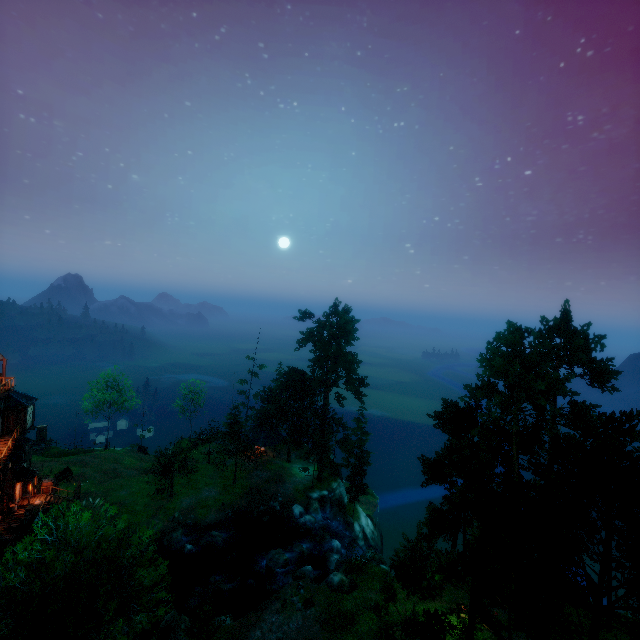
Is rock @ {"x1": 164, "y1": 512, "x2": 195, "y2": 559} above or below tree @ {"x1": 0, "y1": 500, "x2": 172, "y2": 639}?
below

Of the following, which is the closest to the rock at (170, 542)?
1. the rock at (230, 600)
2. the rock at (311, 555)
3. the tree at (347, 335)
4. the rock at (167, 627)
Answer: the rock at (230, 600)

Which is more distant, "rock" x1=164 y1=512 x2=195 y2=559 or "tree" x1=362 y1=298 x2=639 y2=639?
"rock" x1=164 y1=512 x2=195 y2=559

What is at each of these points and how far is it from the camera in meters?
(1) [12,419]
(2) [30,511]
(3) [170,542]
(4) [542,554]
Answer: (1) door, 32.3
(2) box, 31.8
(3) rock, 33.7
(4) tree, 21.9

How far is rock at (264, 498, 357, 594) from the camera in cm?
2862

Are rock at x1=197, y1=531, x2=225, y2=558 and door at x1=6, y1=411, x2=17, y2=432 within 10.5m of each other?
no

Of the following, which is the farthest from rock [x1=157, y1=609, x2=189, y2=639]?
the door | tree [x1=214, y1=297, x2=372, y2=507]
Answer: the door

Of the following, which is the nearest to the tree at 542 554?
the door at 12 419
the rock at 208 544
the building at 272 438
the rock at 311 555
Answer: the building at 272 438
